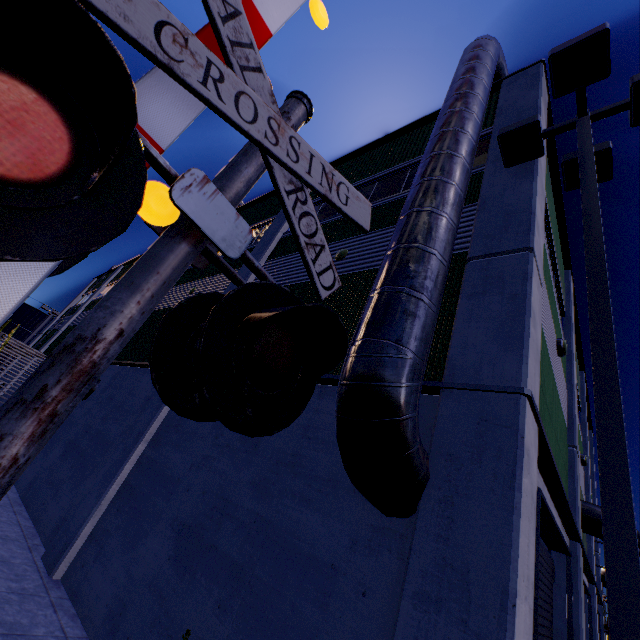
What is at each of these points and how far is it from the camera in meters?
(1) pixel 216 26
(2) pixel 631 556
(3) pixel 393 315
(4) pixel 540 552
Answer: (1) railroad crossing gate, 1.6
(2) light, 2.1
(3) vent duct, 3.9
(4) roll-up door, 6.4

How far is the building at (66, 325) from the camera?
24.66m

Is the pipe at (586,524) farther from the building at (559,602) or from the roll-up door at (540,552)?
the roll-up door at (540,552)

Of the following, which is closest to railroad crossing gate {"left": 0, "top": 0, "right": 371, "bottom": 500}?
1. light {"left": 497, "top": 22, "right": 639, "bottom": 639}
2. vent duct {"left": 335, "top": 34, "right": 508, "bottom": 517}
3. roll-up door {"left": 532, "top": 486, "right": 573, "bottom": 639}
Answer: vent duct {"left": 335, "top": 34, "right": 508, "bottom": 517}

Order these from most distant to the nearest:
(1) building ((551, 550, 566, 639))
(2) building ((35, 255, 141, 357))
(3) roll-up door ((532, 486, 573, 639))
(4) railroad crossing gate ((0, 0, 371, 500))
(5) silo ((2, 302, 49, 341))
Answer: (5) silo ((2, 302, 49, 341)) < (2) building ((35, 255, 141, 357)) < (1) building ((551, 550, 566, 639)) < (3) roll-up door ((532, 486, 573, 639)) < (4) railroad crossing gate ((0, 0, 371, 500))

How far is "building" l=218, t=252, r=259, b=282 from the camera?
10.71m

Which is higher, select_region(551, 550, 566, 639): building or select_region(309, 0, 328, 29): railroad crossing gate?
select_region(309, 0, 328, 29): railroad crossing gate

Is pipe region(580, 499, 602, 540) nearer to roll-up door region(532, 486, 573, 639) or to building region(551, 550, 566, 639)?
building region(551, 550, 566, 639)
